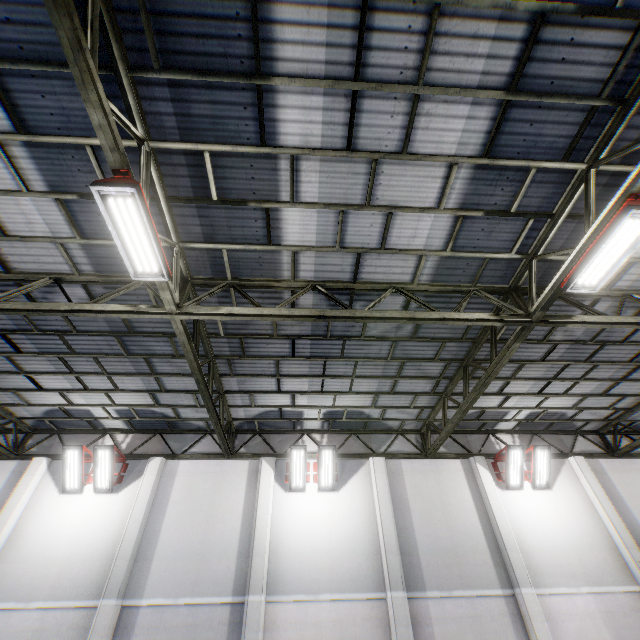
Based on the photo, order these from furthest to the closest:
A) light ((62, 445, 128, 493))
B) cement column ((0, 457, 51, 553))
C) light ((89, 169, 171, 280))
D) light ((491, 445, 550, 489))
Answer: light ((491, 445, 550, 489))
light ((62, 445, 128, 493))
cement column ((0, 457, 51, 553))
light ((89, 169, 171, 280))

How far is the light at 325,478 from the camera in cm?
1118

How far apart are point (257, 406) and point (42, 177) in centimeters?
843cm

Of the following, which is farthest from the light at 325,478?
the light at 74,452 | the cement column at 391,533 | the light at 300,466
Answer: the light at 74,452

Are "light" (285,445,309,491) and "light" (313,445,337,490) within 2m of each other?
yes

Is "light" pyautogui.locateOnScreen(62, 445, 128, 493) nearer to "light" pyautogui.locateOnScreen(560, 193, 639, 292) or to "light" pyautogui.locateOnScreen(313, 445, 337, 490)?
"light" pyautogui.locateOnScreen(313, 445, 337, 490)

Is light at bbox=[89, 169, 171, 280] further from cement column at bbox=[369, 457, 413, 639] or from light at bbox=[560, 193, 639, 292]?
cement column at bbox=[369, 457, 413, 639]

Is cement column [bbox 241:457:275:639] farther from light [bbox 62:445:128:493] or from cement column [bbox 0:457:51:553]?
cement column [bbox 0:457:51:553]
